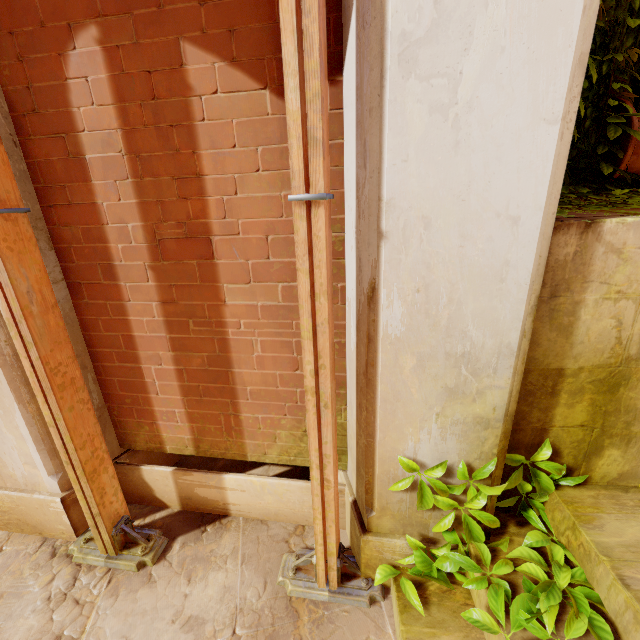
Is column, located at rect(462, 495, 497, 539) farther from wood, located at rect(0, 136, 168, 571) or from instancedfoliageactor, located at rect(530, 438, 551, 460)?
wood, located at rect(0, 136, 168, 571)

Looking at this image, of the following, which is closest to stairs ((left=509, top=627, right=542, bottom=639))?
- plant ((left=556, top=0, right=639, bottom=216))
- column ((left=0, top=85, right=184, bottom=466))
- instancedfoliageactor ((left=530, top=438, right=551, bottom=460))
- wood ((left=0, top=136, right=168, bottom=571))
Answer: instancedfoliageactor ((left=530, top=438, right=551, bottom=460))

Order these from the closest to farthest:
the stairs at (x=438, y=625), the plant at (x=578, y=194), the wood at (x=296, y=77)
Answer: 1. the wood at (x=296, y=77)
2. the stairs at (x=438, y=625)
3. the plant at (x=578, y=194)

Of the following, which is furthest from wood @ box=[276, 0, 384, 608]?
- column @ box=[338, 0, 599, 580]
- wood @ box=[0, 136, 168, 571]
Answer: wood @ box=[0, 136, 168, 571]

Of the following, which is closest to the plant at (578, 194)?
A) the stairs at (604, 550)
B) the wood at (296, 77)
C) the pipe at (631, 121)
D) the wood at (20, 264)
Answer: the pipe at (631, 121)

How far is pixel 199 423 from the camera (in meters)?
2.29

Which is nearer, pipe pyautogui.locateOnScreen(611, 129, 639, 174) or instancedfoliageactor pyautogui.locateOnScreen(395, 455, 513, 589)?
instancedfoliageactor pyautogui.locateOnScreen(395, 455, 513, 589)

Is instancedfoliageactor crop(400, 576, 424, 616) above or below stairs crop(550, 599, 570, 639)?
below
